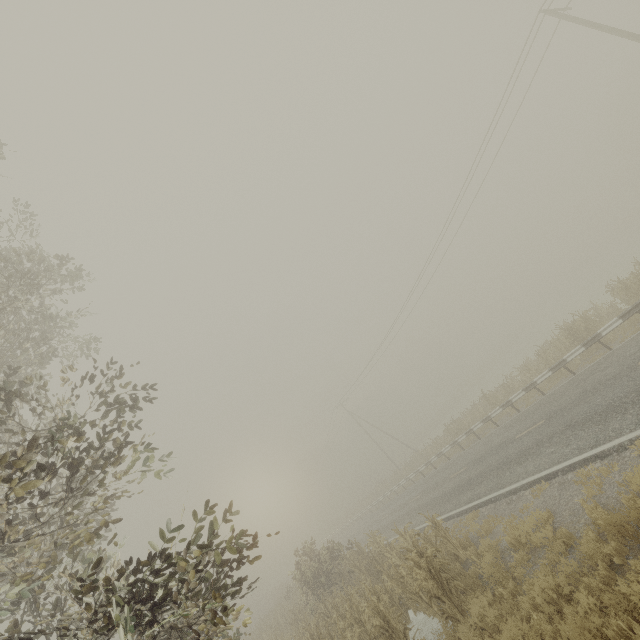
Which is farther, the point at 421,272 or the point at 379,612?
the point at 421,272
